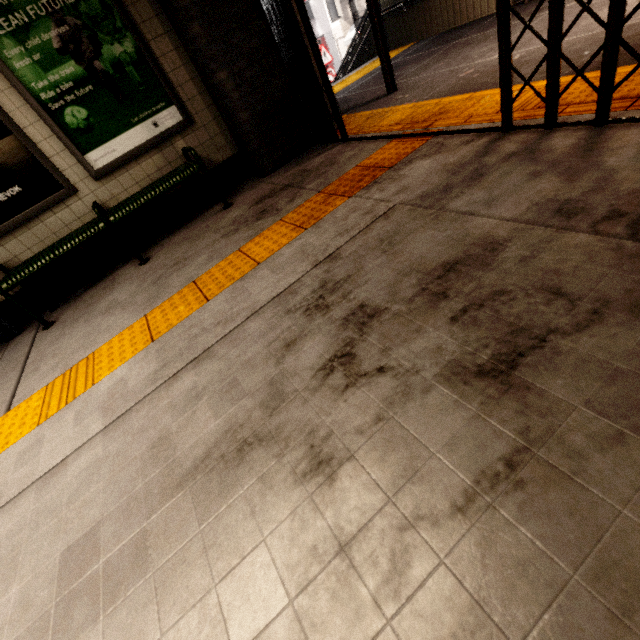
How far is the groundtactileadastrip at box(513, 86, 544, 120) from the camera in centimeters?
229cm

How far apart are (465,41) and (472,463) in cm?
667

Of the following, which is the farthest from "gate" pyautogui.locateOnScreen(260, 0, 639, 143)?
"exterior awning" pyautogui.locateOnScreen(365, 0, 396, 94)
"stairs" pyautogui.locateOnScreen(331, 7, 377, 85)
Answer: "stairs" pyautogui.locateOnScreen(331, 7, 377, 85)

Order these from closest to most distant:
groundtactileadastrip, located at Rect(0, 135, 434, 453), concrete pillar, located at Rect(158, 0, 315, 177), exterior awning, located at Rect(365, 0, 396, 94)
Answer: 1. groundtactileadastrip, located at Rect(0, 135, 434, 453)
2. concrete pillar, located at Rect(158, 0, 315, 177)
3. exterior awning, located at Rect(365, 0, 396, 94)

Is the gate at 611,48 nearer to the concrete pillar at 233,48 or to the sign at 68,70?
the concrete pillar at 233,48

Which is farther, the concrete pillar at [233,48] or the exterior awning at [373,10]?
the exterior awning at [373,10]

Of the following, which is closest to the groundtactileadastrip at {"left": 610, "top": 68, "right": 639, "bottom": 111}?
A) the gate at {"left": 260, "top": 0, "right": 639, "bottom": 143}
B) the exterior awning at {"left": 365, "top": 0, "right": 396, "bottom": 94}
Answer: the gate at {"left": 260, "top": 0, "right": 639, "bottom": 143}
